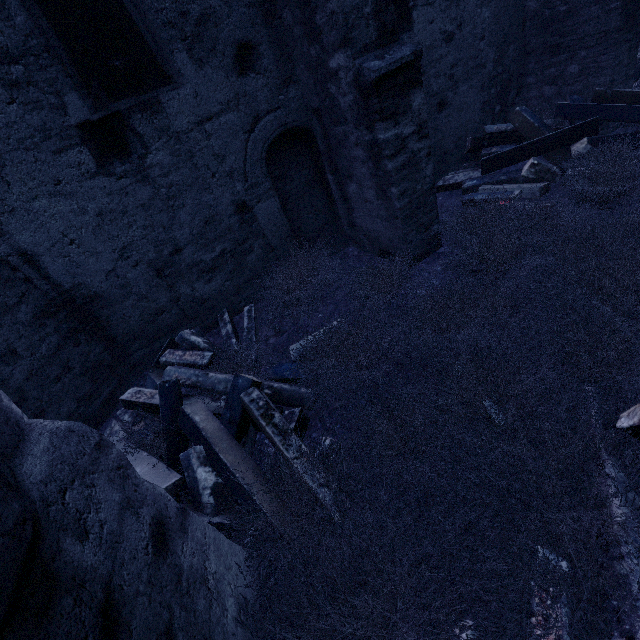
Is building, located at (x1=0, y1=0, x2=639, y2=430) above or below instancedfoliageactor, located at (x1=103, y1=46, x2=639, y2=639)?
above

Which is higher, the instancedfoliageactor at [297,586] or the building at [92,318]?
the building at [92,318]

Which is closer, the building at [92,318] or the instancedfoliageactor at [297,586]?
the instancedfoliageactor at [297,586]

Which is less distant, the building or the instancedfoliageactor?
the instancedfoliageactor

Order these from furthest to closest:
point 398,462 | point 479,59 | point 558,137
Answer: point 479,59 → point 558,137 → point 398,462
